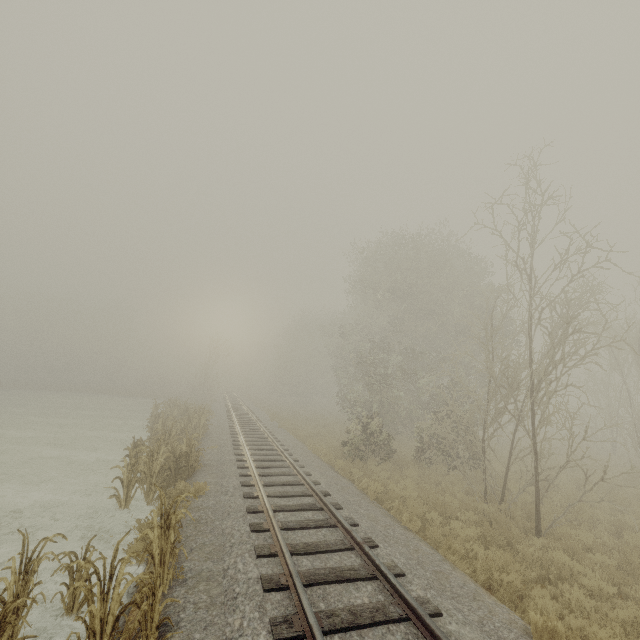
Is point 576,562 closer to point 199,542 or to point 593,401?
point 199,542
